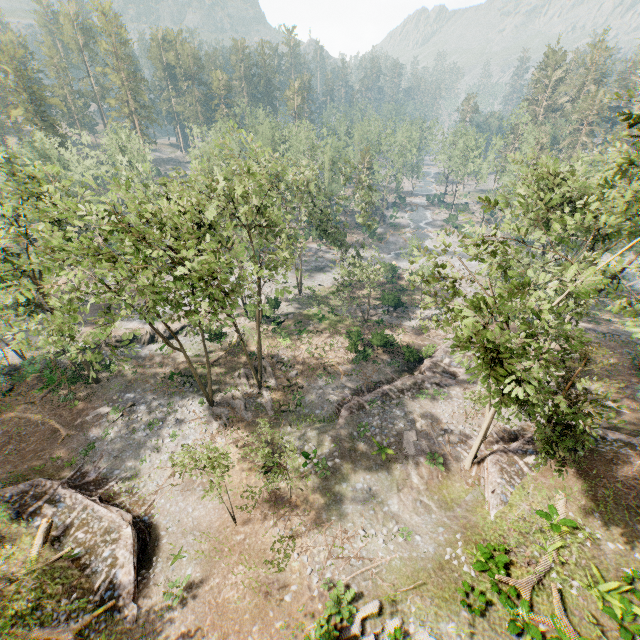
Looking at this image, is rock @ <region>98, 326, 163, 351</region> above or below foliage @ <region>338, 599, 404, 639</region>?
below

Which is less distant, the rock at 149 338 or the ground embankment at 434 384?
the ground embankment at 434 384

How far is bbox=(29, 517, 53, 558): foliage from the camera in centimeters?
1683cm

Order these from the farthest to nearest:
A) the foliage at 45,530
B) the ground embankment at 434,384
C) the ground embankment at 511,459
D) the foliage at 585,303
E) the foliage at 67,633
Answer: the ground embankment at 434,384, the ground embankment at 511,459, the foliage at 45,530, the foliage at 67,633, the foliage at 585,303

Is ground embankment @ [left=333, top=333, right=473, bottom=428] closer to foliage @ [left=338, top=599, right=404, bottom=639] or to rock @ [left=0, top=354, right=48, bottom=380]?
foliage @ [left=338, top=599, right=404, bottom=639]

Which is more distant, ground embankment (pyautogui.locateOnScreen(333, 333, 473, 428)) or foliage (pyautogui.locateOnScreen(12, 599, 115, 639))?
ground embankment (pyautogui.locateOnScreen(333, 333, 473, 428))

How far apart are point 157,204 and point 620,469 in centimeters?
6980cm

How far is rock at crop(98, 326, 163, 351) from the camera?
34.3 meters
